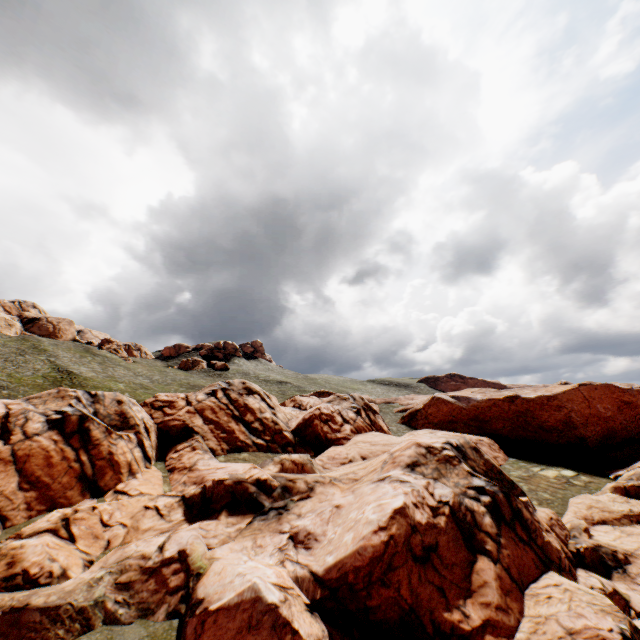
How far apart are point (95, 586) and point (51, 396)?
16.4m
